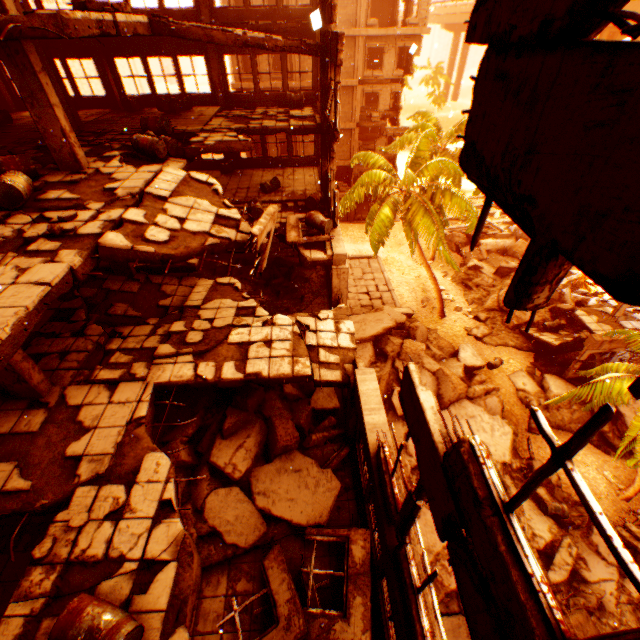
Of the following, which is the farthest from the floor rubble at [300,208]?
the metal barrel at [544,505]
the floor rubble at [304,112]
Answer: the metal barrel at [544,505]

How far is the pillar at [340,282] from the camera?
11.17m

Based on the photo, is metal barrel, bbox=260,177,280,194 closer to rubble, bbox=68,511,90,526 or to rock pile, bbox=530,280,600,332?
rock pile, bbox=530,280,600,332

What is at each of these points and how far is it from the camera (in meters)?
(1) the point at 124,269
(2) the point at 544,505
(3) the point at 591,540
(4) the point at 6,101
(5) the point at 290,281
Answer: (1) pillar, 10.59
(2) metal barrel, 13.18
(3) rock pile, 12.49
(4) concrete beam, 15.02
(5) rock pile, 14.01

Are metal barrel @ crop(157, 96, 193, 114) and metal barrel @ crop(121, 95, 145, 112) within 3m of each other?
yes

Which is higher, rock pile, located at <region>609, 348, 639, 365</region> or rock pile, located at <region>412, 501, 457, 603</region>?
rock pile, located at <region>609, 348, 639, 365</region>

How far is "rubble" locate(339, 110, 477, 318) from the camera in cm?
1720

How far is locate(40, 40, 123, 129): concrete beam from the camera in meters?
11.3 m
